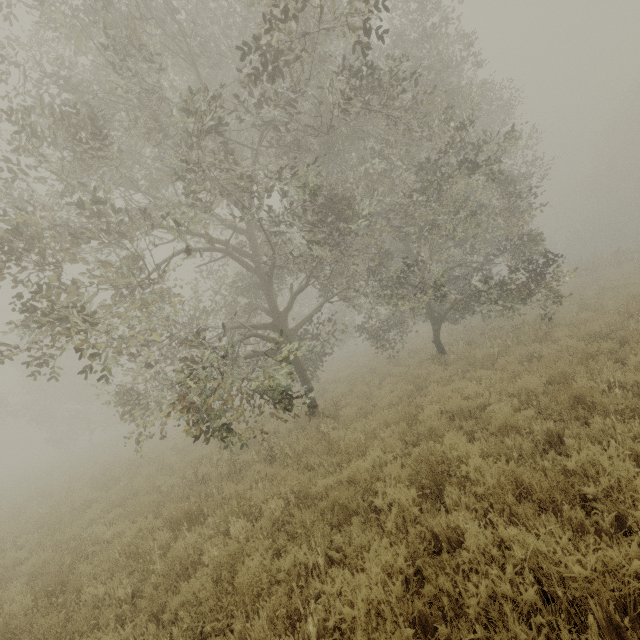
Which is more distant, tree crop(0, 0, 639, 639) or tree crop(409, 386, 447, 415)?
tree crop(409, 386, 447, 415)

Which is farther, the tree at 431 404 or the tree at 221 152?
the tree at 431 404

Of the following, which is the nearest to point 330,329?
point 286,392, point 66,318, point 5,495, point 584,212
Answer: point 286,392

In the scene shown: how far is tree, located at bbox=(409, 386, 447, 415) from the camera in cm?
732

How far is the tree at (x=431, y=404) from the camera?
7.32m
